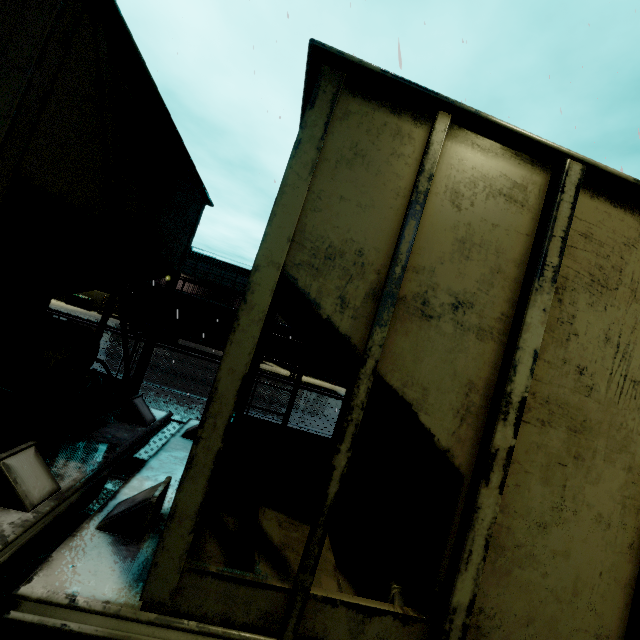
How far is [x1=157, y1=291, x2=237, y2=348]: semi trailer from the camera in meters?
20.9 m

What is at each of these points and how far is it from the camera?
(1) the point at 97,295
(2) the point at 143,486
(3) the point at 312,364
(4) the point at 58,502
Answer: (1) building, 29.1m
(2) flatcar, 2.4m
(3) semi trailer, 22.2m
(4) flatcar, 2.0m

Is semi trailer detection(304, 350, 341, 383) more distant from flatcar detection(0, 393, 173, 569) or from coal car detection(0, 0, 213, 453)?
flatcar detection(0, 393, 173, 569)

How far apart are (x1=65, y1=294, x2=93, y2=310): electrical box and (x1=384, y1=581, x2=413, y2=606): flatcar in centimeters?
3231cm

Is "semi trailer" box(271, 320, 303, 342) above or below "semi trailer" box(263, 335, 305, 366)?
above

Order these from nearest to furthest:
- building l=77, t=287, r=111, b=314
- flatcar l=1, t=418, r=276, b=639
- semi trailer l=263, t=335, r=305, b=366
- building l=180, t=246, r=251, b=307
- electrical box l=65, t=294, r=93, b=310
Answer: flatcar l=1, t=418, r=276, b=639 → semi trailer l=263, t=335, r=305, b=366 → electrical box l=65, t=294, r=93, b=310 → building l=77, t=287, r=111, b=314 → building l=180, t=246, r=251, b=307

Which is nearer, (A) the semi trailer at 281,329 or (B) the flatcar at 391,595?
(B) the flatcar at 391,595

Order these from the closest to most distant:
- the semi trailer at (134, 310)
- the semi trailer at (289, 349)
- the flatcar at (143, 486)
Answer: the flatcar at (143, 486) < the semi trailer at (134, 310) < the semi trailer at (289, 349)
